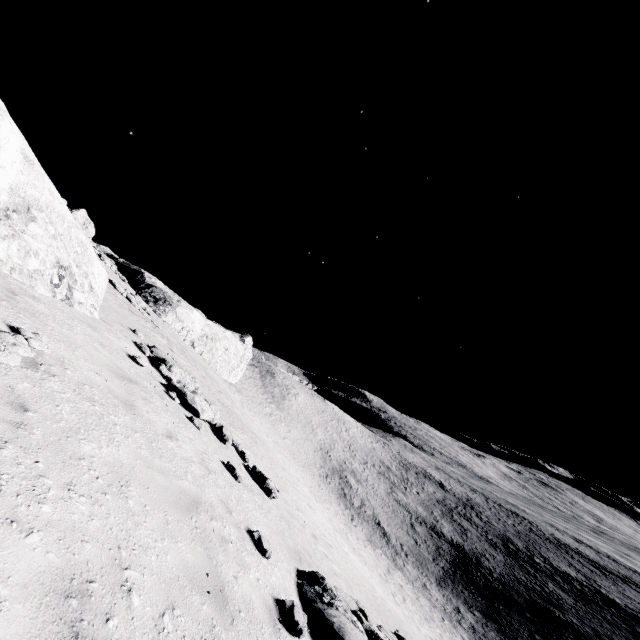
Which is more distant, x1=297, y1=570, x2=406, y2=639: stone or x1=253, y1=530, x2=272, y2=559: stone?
x1=253, y1=530, x2=272, y2=559: stone

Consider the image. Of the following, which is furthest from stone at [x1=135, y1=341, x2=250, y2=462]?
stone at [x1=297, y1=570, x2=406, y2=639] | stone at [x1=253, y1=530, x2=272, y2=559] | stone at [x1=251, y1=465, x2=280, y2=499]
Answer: stone at [x1=297, y1=570, x2=406, y2=639]

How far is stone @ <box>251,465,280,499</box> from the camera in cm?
1076

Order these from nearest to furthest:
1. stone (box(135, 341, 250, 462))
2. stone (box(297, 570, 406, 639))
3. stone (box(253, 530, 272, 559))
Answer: stone (box(297, 570, 406, 639)) → stone (box(253, 530, 272, 559)) → stone (box(135, 341, 250, 462))

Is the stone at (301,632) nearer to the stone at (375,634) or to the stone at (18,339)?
the stone at (375,634)

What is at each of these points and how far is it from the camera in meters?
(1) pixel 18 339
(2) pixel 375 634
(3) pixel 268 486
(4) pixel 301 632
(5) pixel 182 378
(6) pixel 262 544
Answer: (1) stone, 4.8
(2) stone, 6.4
(3) stone, 10.9
(4) stone, 4.6
(5) stone, 12.7
(6) stone, 6.2

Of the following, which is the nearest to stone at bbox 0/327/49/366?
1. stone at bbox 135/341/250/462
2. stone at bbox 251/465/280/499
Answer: stone at bbox 135/341/250/462
